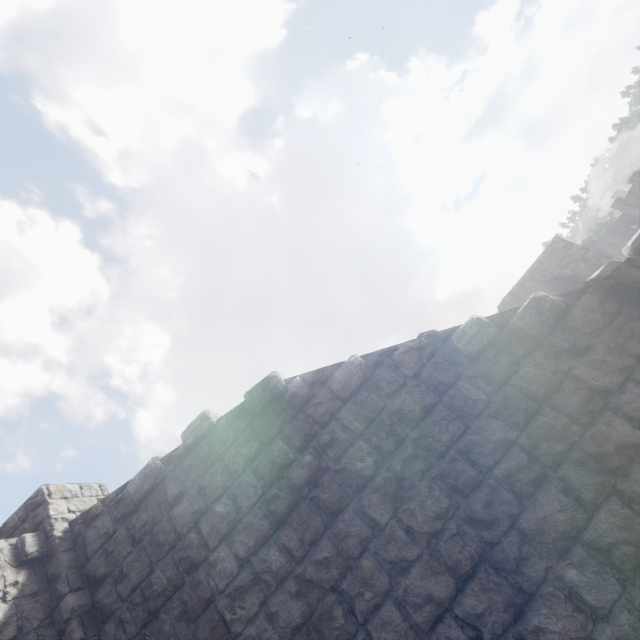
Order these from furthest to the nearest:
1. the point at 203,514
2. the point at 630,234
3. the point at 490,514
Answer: the point at 630,234, the point at 203,514, the point at 490,514
